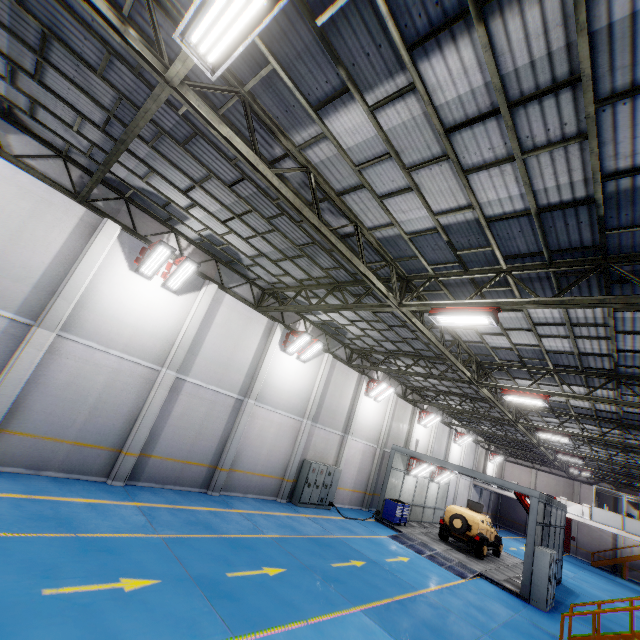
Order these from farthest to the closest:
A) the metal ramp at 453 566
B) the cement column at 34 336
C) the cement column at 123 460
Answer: the metal ramp at 453 566 < the cement column at 123 460 < the cement column at 34 336

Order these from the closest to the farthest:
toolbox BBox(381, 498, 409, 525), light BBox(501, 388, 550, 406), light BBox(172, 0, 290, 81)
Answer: light BBox(172, 0, 290, 81)
light BBox(501, 388, 550, 406)
toolbox BBox(381, 498, 409, 525)

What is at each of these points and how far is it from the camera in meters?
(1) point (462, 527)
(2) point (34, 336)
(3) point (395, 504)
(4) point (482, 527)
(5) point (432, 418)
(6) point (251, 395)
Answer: (1) tire assembly, 18.1
(2) cement column, 9.4
(3) toolbox, 19.1
(4) car, 18.5
(5) light, 26.6
(6) cement column, 14.8

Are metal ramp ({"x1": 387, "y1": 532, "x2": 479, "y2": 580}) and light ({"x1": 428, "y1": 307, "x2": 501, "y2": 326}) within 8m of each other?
no

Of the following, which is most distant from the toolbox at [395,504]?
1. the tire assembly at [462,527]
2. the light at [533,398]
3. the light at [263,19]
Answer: the light at [263,19]

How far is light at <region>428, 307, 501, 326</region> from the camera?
7.86m

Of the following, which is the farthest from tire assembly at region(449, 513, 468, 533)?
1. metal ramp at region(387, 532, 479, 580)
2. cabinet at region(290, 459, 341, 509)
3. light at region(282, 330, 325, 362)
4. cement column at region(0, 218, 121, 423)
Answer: cement column at region(0, 218, 121, 423)

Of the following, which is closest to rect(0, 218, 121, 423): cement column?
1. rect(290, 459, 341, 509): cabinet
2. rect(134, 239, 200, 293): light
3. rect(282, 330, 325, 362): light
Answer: rect(134, 239, 200, 293): light
